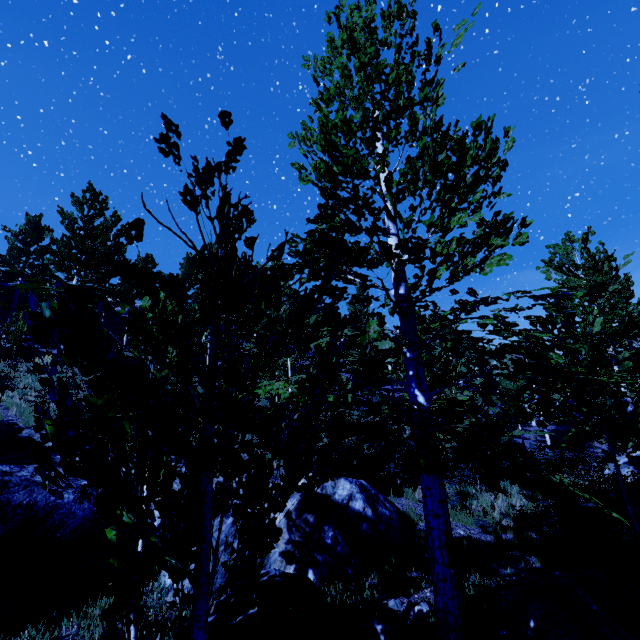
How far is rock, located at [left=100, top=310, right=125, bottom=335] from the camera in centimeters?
3258cm

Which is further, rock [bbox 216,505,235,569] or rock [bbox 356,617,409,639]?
rock [bbox 216,505,235,569]

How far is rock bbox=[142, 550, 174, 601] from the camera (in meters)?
4.71

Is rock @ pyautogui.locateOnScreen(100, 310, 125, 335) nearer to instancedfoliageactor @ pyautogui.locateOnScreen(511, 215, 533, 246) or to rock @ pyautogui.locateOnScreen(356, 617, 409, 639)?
instancedfoliageactor @ pyautogui.locateOnScreen(511, 215, 533, 246)

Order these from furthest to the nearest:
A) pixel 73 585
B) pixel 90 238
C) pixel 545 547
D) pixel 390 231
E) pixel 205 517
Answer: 1. pixel 90 238
2. pixel 545 547
3. pixel 390 231
4. pixel 73 585
5. pixel 205 517

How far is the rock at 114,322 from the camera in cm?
3258

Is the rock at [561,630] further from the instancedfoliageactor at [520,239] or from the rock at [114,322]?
the rock at [114,322]

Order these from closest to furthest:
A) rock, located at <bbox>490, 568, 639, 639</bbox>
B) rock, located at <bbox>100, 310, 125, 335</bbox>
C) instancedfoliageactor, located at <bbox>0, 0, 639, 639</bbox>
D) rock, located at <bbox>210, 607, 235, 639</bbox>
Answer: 1. instancedfoliageactor, located at <bbox>0, 0, 639, 639</bbox>
2. rock, located at <bbox>210, 607, 235, 639</bbox>
3. rock, located at <bbox>490, 568, 639, 639</bbox>
4. rock, located at <bbox>100, 310, 125, 335</bbox>
